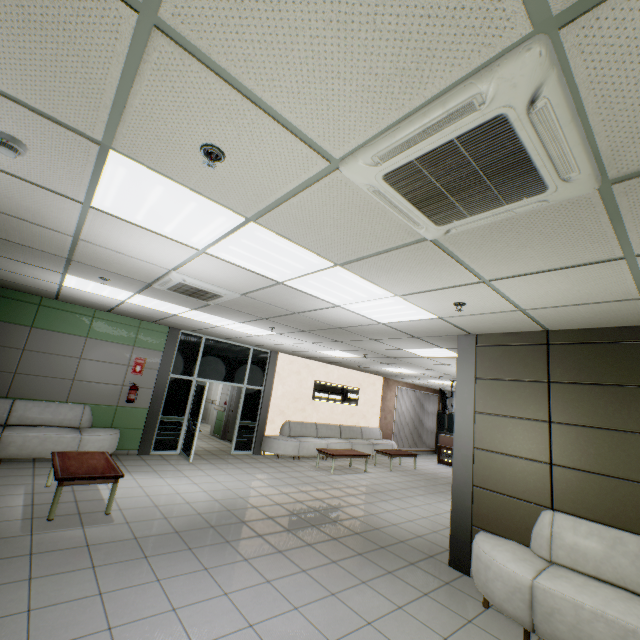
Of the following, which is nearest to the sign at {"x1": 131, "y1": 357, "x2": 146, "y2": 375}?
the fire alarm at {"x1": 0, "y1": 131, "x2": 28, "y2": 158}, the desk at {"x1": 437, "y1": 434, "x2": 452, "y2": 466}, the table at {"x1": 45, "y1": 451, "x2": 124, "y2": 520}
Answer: the table at {"x1": 45, "y1": 451, "x2": 124, "y2": 520}

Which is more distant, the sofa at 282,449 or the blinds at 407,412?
the blinds at 407,412

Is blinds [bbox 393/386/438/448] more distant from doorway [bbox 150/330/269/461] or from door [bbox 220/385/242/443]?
doorway [bbox 150/330/269/461]

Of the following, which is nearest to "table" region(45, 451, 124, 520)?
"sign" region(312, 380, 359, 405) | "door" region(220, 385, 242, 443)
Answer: "door" region(220, 385, 242, 443)

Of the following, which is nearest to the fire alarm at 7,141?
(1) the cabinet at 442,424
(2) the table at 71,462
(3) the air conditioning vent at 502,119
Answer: (3) the air conditioning vent at 502,119

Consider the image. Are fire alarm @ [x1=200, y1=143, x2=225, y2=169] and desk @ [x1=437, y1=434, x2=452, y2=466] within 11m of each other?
no

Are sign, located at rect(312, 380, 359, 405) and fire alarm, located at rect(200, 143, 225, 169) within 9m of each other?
no

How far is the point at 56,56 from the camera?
1.41m
